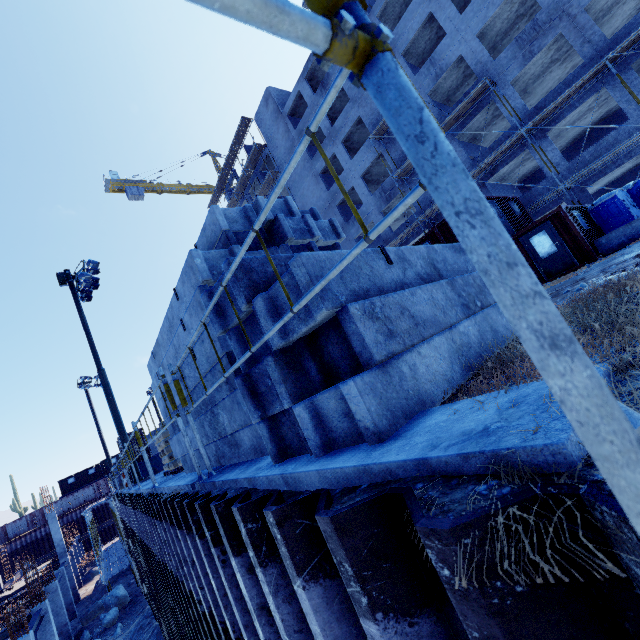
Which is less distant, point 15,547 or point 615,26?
point 615,26

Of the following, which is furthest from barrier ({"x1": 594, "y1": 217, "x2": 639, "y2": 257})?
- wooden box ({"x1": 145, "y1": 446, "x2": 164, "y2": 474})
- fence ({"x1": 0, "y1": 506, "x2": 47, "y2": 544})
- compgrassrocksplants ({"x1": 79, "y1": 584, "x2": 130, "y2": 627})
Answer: fence ({"x1": 0, "y1": 506, "x2": 47, "y2": 544})

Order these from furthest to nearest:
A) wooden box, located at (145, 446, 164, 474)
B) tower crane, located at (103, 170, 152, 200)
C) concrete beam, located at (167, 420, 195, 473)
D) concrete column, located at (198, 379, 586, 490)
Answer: tower crane, located at (103, 170, 152, 200) < wooden box, located at (145, 446, 164, 474) < concrete beam, located at (167, 420, 195, 473) < concrete column, located at (198, 379, 586, 490)

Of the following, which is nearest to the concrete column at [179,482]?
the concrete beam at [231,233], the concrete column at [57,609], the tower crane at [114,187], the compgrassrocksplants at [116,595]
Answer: the concrete beam at [231,233]

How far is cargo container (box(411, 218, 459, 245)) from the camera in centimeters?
1645cm

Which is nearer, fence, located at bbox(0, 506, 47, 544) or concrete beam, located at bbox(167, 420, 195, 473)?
concrete beam, located at bbox(167, 420, 195, 473)

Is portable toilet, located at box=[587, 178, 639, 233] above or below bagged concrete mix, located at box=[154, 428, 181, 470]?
above

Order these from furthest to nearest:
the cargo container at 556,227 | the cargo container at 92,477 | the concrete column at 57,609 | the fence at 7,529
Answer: the cargo container at 92,477 → the fence at 7,529 → the concrete column at 57,609 → the cargo container at 556,227
